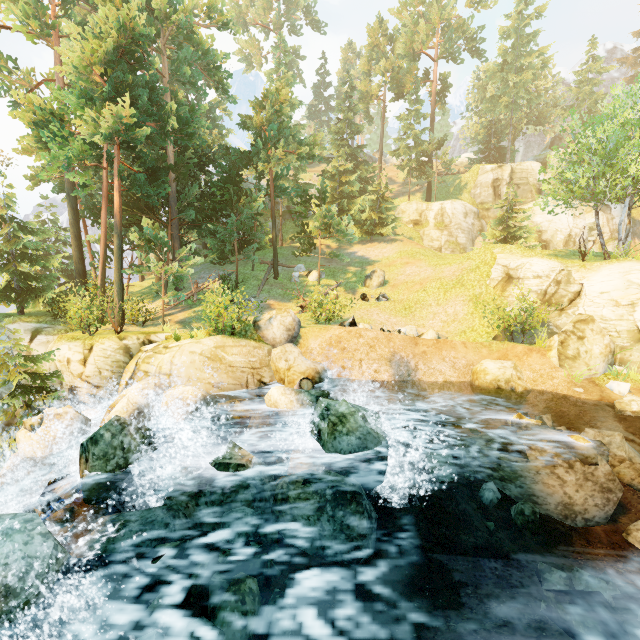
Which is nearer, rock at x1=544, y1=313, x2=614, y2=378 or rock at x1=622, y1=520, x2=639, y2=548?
rock at x1=622, y1=520, x2=639, y2=548

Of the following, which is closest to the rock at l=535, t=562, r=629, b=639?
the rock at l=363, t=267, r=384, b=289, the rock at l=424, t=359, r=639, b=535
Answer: the rock at l=424, t=359, r=639, b=535

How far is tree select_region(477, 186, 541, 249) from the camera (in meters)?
27.44

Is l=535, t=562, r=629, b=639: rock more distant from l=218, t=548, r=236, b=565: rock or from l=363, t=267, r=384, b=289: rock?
l=363, t=267, r=384, b=289: rock

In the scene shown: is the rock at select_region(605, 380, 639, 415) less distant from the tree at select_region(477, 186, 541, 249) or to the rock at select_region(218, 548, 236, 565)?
the rock at select_region(218, 548, 236, 565)

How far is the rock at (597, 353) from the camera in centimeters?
1294cm

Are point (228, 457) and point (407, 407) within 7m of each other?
no

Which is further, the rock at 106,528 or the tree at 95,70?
the tree at 95,70
